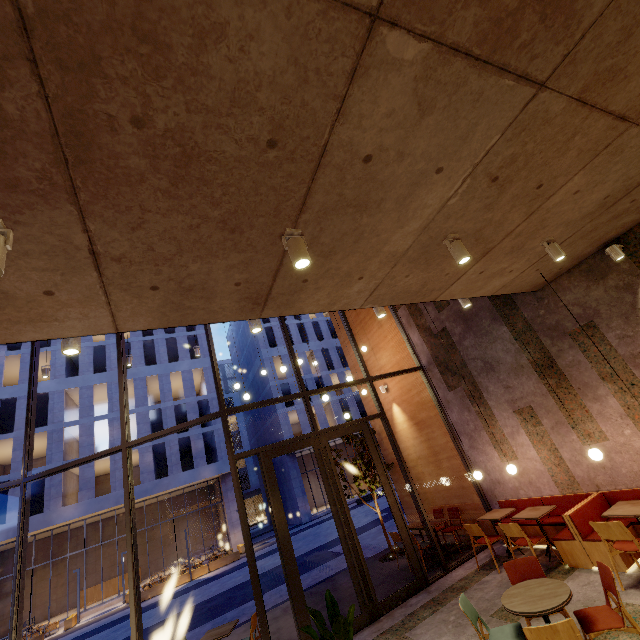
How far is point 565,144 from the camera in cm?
296

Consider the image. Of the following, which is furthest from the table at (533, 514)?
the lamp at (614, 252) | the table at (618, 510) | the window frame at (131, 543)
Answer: the lamp at (614, 252)

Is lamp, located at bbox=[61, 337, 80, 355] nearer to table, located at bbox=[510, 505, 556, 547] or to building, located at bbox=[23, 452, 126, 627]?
table, located at bbox=[510, 505, 556, 547]

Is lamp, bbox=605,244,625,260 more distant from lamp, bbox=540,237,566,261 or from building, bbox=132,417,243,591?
building, bbox=132,417,243,591

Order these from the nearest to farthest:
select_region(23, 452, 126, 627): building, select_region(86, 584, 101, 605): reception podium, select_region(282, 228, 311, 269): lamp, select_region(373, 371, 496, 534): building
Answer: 1. select_region(282, 228, 311, 269): lamp
2. select_region(373, 371, 496, 534): building
3. select_region(23, 452, 126, 627): building
4. select_region(86, 584, 101, 605): reception podium

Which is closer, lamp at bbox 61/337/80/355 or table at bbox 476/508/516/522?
lamp at bbox 61/337/80/355

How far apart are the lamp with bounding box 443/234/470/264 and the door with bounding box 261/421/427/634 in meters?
5.4 m

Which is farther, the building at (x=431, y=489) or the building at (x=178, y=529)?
the building at (x=178, y=529)
